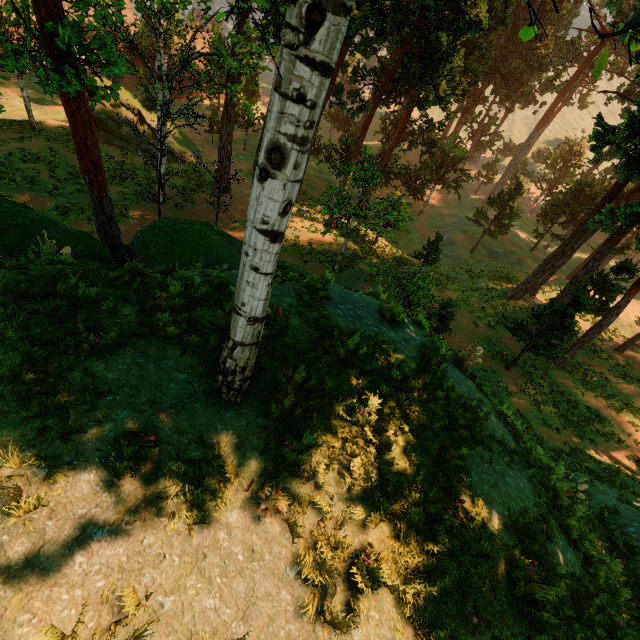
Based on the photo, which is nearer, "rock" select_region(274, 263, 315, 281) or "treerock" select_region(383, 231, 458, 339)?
"rock" select_region(274, 263, 315, 281)

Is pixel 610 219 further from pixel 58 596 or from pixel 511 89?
pixel 511 89

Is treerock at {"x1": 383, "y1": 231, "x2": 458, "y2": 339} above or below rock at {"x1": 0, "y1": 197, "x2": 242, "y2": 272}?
below

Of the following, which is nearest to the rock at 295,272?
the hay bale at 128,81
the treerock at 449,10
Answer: the treerock at 449,10

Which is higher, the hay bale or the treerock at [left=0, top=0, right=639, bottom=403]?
the treerock at [left=0, top=0, right=639, bottom=403]

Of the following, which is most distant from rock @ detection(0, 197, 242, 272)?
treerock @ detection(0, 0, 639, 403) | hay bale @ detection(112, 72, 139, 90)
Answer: hay bale @ detection(112, 72, 139, 90)

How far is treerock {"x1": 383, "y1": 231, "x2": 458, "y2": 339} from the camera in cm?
983
